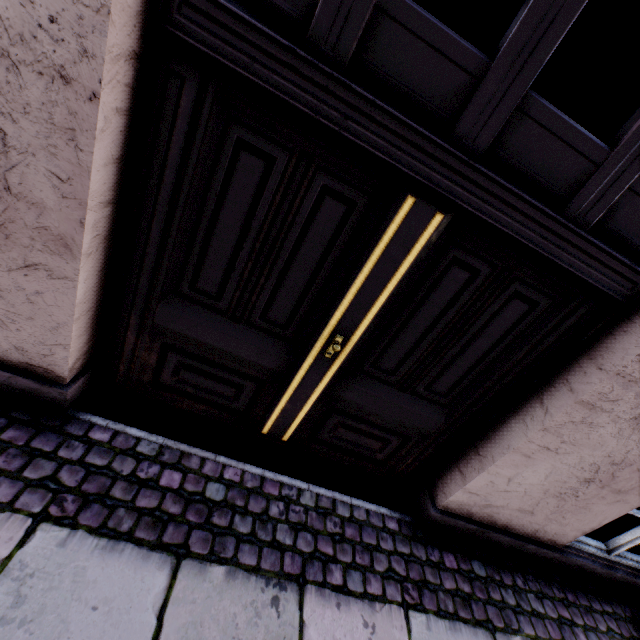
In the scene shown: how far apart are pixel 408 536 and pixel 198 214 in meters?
2.5
